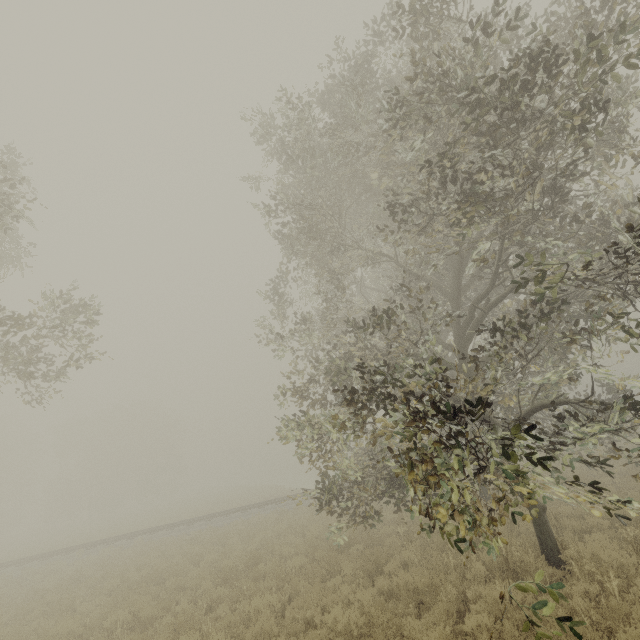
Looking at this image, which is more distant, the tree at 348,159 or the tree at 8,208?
the tree at 8,208

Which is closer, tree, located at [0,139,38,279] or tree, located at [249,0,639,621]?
tree, located at [249,0,639,621]

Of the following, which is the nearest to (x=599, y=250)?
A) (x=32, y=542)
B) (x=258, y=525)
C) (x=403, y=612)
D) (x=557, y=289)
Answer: (x=557, y=289)
